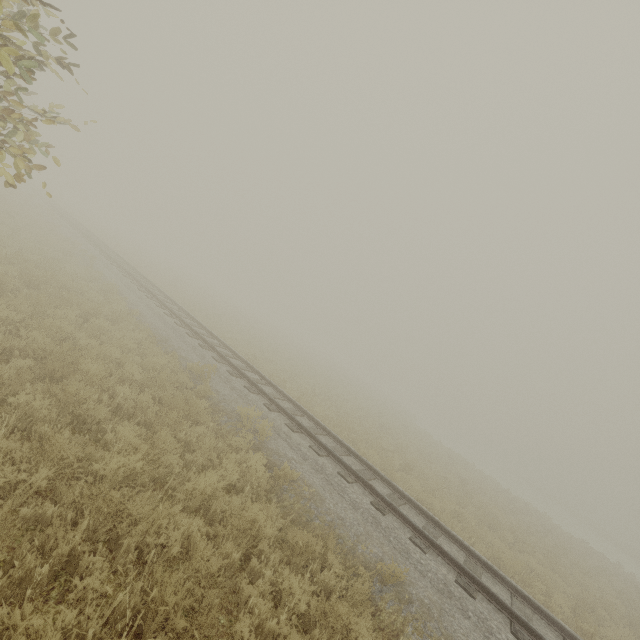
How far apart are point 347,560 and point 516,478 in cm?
6796
